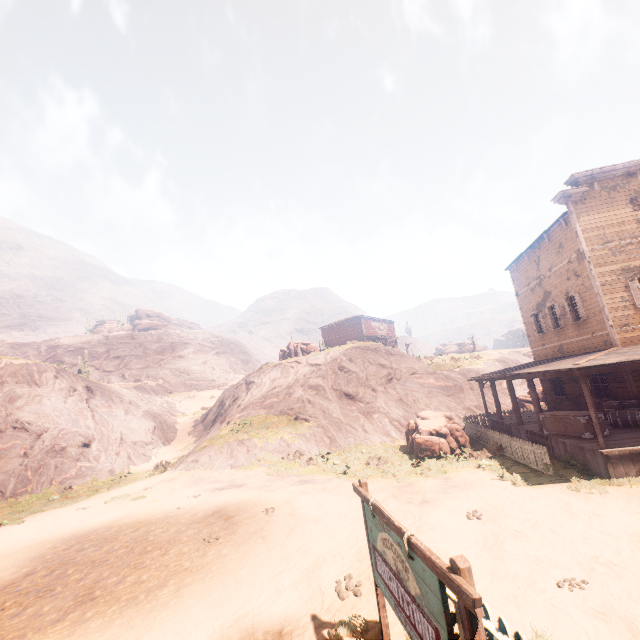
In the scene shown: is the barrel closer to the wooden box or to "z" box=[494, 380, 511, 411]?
the wooden box

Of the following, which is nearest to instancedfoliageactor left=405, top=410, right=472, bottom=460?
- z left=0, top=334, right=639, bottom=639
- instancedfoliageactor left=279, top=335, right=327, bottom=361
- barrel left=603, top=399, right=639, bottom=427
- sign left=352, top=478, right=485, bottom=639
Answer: z left=0, top=334, right=639, bottom=639

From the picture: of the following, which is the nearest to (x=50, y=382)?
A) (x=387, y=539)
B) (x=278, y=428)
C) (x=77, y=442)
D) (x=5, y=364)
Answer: (x=5, y=364)

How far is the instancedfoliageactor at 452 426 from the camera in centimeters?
1591cm

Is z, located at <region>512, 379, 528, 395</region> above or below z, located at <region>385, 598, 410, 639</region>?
above

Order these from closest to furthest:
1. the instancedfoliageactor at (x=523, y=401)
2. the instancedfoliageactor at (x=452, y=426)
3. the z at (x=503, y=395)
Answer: the instancedfoliageactor at (x=452, y=426) < the instancedfoliageactor at (x=523, y=401) < the z at (x=503, y=395)

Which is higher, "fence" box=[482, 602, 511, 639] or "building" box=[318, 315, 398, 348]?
"building" box=[318, 315, 398, 348]

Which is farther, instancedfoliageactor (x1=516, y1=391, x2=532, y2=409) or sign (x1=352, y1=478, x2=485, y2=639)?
instancedfoliageactor (x1=516, y1=391, x2=532, y2=409)
